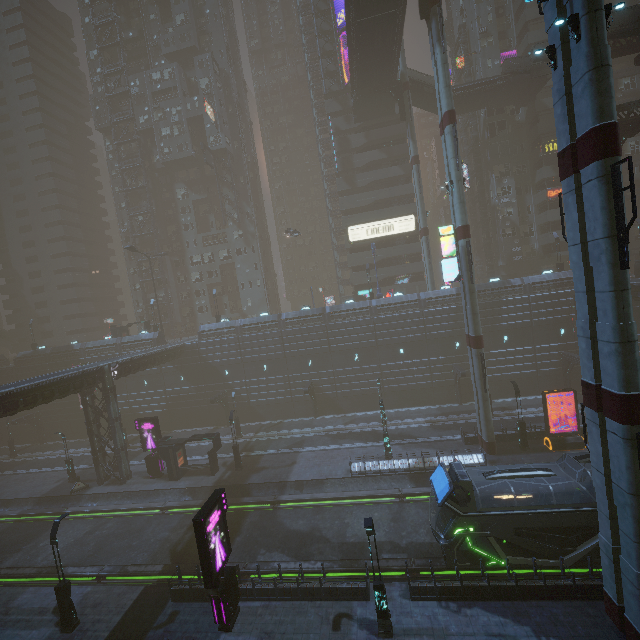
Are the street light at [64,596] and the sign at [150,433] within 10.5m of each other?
no

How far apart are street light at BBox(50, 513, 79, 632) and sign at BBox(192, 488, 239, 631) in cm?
794

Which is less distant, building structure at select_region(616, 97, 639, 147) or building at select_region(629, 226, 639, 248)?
building structure at select_region(616, 97, 639, 147)

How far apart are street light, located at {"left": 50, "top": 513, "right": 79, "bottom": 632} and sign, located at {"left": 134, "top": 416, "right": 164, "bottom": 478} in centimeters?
1421cm

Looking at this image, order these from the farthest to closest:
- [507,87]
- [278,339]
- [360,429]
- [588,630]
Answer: [278,339]
[507,87]
[360,429]
[588,630]

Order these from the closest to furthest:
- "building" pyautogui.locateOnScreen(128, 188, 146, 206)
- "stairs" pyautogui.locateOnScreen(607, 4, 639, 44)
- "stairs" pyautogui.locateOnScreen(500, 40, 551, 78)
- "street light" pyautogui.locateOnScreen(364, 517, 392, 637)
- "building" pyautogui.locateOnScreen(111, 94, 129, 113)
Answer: "street light" pyautogui.locateOnScreen(364, 517, 392, 637)
"stairs" pyautogui.locateOnScreen(607, 4, 639, 44)
"stairs" pyautogui.locateOnScreen(500, 40, 551, 78)
"building" pyautogui.locateOnScreen(128, 188, 146, 206)
"building" pyautogui.locateOnScreen(111, 94, 129, 113)

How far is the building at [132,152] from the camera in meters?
56.2

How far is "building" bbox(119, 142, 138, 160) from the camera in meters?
56.2 m
